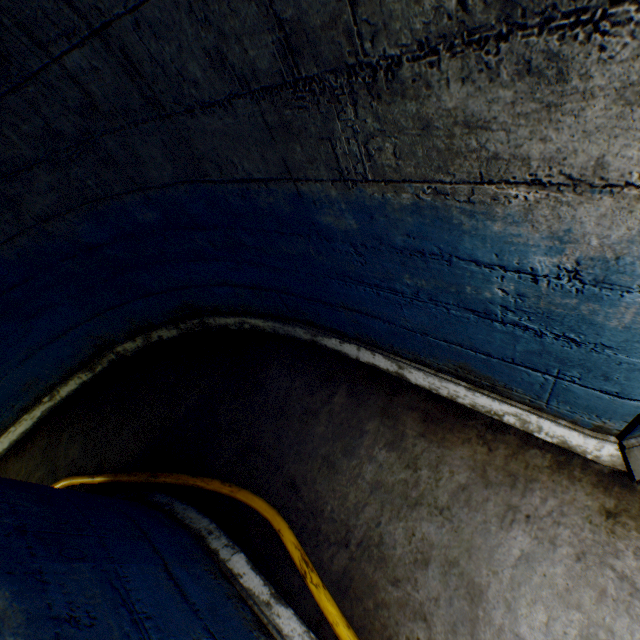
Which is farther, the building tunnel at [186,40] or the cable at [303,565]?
the cable at [303,565]

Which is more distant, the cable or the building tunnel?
the cable

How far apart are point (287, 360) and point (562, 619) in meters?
2.2
